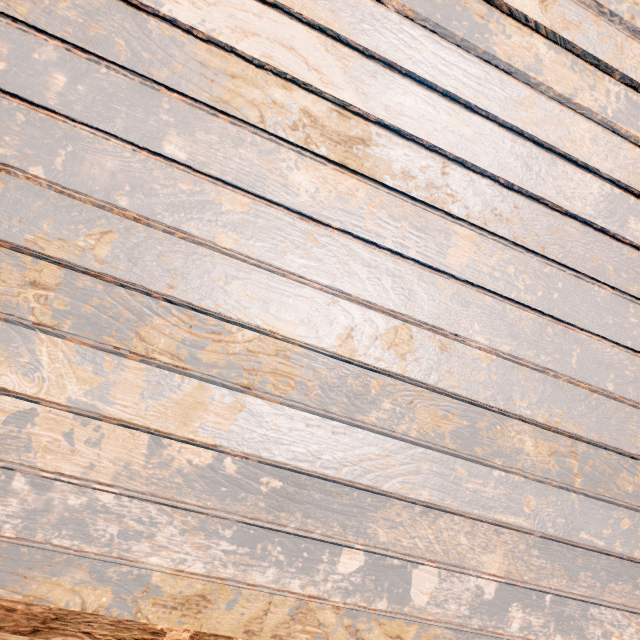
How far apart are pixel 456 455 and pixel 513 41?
1.64m
